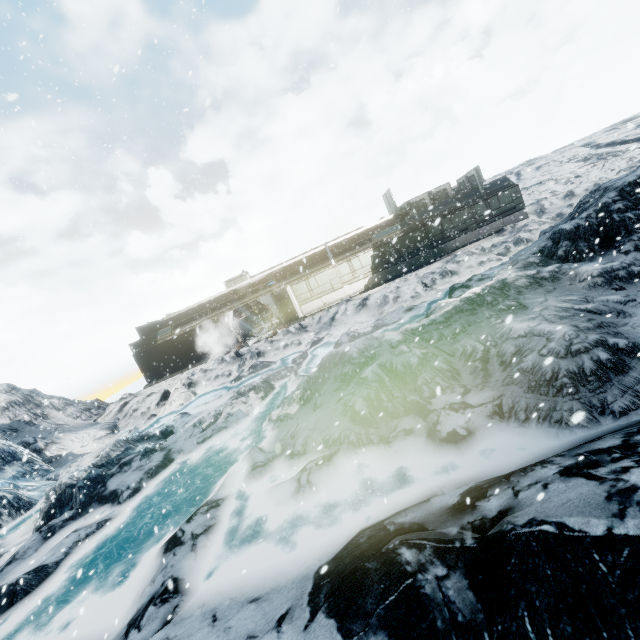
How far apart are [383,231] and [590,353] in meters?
20.2 m
